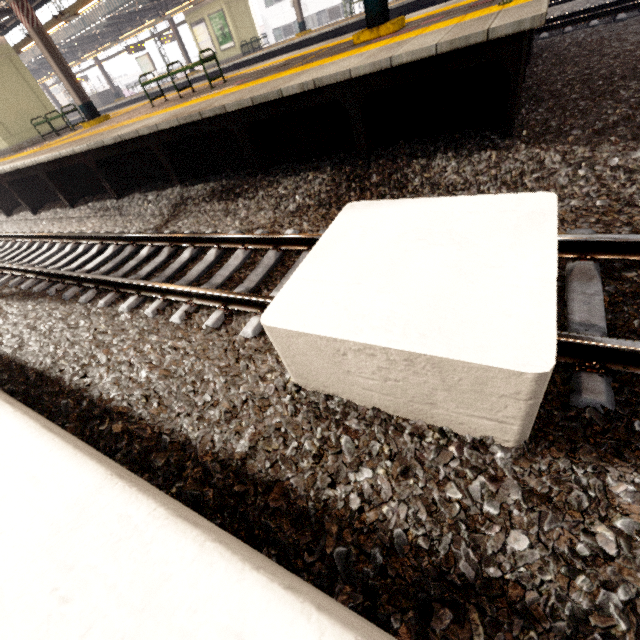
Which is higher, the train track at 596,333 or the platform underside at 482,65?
the platform underside at 482,65

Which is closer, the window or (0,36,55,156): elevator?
(0,36,55,156): elevator

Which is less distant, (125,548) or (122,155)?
(125,548)

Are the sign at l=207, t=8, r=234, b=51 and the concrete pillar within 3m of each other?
no

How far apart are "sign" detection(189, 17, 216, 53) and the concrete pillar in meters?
25.7

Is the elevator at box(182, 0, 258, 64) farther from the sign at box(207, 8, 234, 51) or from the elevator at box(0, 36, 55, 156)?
the elevator at box(0, 36, 55, 156)

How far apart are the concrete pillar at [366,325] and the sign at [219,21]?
24.7m

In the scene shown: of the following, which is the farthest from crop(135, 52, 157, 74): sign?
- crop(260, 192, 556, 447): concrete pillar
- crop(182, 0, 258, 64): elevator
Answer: crop(260, 192, 556, 447): concrete pillar
